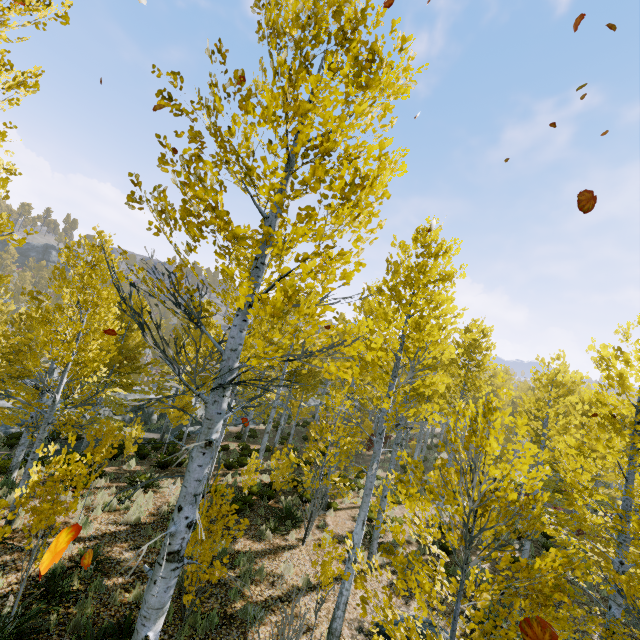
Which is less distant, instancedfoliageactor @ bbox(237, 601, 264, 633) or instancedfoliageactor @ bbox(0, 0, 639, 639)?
instancedfoliageactor @ bbox(0, 0, 639, 639)

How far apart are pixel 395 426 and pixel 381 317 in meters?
4.8 m

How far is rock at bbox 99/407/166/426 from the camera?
23.3m

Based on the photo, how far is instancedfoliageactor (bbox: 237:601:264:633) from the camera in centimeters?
668cm

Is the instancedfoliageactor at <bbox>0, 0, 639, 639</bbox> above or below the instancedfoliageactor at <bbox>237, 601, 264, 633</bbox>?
above

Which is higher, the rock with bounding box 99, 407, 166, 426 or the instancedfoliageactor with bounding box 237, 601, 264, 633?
the instancedfoliageactor with bounding box 237, 601, 264, 633

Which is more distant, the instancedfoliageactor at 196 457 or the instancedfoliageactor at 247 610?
the instancedfoliageactor at 247 610

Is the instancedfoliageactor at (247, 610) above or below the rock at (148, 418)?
above
